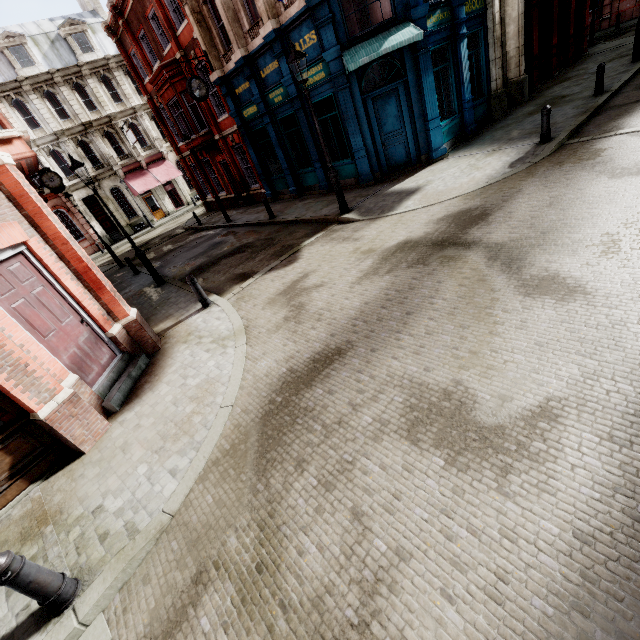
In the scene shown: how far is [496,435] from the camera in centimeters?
337cm

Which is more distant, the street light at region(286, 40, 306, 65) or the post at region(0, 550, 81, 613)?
the street light at region(286, 40, 306, 65)

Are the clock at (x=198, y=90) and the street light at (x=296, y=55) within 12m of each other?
yes

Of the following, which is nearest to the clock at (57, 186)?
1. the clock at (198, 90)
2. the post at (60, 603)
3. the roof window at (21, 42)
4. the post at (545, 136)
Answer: the roof window at (21, 42)

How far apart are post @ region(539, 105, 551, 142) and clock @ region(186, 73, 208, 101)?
14.1m

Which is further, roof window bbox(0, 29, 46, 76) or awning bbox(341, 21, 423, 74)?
roof window bbox(0, 29, 46, 76)

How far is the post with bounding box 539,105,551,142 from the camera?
9.4m

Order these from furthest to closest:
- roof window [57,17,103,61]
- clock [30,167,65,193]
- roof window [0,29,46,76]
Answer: roof window [57,17,103,61], roof window [0,29,46,76], clock [30,167,65,193]
